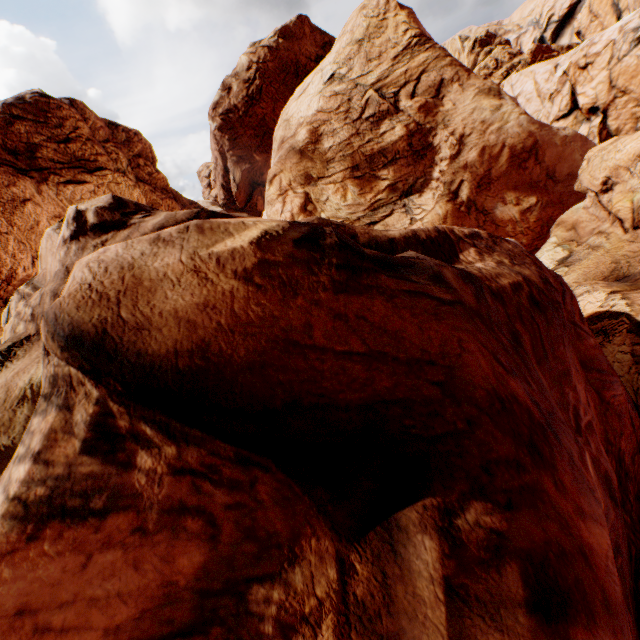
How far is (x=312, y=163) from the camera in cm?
2866
